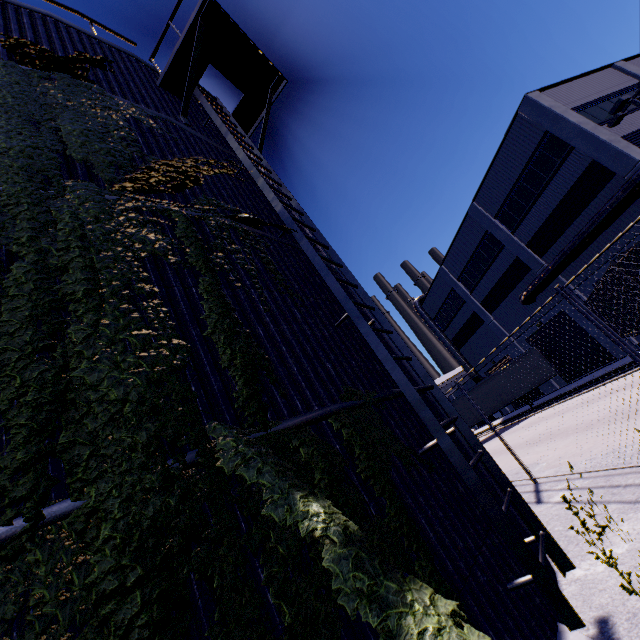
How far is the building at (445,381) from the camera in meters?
58.8 m

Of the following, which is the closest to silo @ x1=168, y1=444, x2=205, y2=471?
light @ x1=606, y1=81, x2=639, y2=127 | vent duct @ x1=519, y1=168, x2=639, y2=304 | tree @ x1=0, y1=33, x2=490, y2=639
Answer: tree @ x1=0, y1=33, x2=490, y2=639

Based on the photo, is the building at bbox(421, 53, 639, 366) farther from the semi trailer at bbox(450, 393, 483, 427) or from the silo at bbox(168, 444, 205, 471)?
the semi trailer at bbox(450, 393, 483, 427)

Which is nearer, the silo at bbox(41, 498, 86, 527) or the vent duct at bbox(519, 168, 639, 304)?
the silo at bbox(41, 498, 86, 527)

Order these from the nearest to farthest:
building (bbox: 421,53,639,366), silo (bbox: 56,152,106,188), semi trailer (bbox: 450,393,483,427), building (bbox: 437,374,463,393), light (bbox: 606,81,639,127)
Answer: silo (bbox: 56,152,106,188), light (bbox: 606,81,639,127), building (bbox: 421,53,639,366), semi trailer (bbox: 450,393,483,427), building (bbox: 437,374,463,393)

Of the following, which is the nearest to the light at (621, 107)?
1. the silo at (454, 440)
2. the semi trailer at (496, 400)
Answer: the silo at (454, 440)

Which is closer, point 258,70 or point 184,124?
point 184,124

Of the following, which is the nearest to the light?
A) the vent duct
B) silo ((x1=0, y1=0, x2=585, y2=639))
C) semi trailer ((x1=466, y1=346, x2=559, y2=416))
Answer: the vent duct
